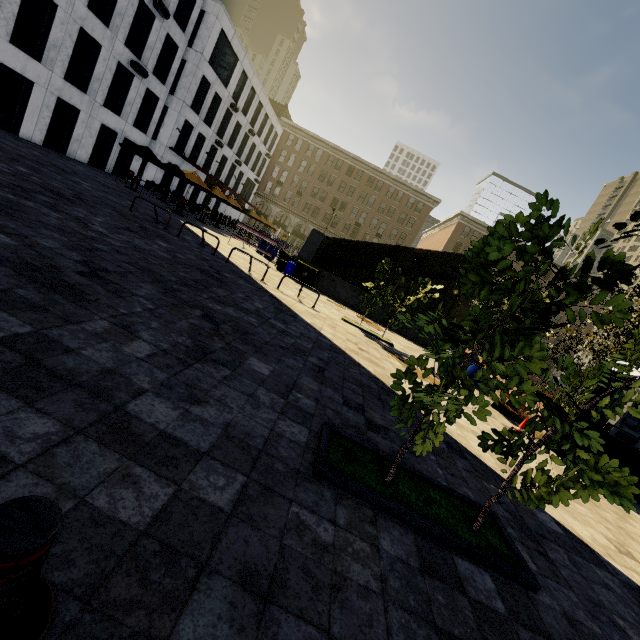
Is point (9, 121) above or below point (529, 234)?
below

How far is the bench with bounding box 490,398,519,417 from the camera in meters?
11.1

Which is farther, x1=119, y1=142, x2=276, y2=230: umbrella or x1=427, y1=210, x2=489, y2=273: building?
x1=427, y1=210, x2=489, y2=273: building

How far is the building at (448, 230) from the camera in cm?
5569

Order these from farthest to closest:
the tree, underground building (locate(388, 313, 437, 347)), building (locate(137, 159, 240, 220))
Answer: building (locate(137, 159, 240, 220)) → underground building (locate(388, 313, 437, 347)) → the tree

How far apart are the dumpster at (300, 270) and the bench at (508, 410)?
10.38m

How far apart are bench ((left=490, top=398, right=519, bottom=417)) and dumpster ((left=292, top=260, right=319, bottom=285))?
10.4 meters

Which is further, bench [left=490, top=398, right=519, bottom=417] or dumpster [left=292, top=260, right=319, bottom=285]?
dumpster [left=292, top=260, right=319, bottom=285]
